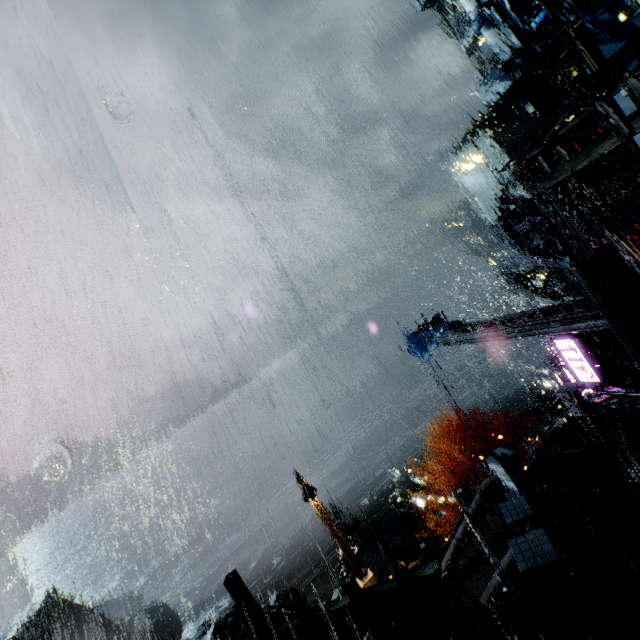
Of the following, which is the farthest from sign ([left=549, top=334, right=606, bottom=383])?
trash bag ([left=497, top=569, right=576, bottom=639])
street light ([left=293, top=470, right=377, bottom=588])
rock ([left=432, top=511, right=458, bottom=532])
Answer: rock ([left=432, top=511, right=458, bottom=532])

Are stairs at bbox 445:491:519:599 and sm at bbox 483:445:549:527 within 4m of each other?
yes

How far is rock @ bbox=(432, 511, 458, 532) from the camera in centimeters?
4131cm

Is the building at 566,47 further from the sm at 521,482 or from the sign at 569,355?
the sm at 521,482

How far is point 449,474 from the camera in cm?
5928

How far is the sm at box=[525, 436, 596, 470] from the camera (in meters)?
12.62

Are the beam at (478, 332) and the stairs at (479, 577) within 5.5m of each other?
no

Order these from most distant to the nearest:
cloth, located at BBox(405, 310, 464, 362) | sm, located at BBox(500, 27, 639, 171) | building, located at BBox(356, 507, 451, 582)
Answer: building, located at BBox(356, 507, 451, 582) → cloth, located at BBox(405, 310, 464, 362) → sm, located at BBox(500, 27, 639, 171)
